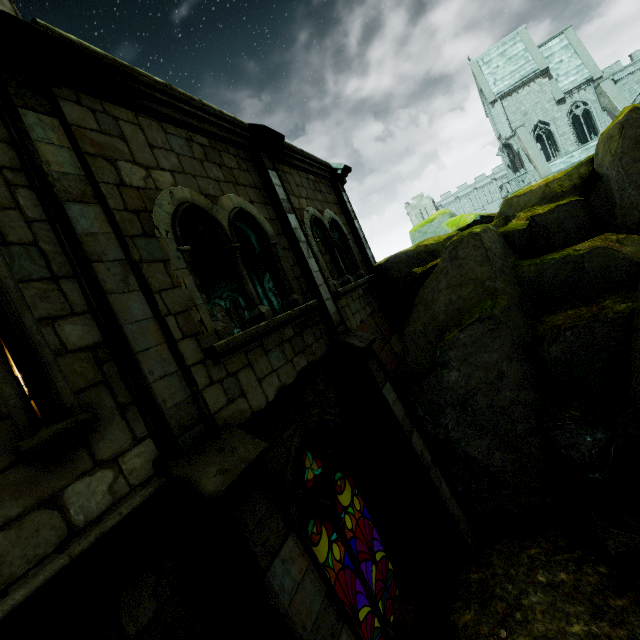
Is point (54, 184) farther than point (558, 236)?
No

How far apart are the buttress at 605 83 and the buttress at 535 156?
5.90m

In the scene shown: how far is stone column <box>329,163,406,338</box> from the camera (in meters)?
9.26

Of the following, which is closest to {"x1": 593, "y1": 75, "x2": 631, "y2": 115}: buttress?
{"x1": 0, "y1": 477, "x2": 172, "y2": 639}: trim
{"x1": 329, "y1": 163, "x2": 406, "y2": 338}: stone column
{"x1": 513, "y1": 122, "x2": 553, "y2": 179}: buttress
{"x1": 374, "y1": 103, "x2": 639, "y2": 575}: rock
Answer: {"x1": 513, "y1": 122, "x2": 553, "y2": 179}: buttress

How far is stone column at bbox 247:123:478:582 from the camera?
5.9 meters

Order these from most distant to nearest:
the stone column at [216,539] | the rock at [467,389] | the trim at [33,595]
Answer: the rock at [467,389]
the stone column at [216,539]
the trim at [33,595]

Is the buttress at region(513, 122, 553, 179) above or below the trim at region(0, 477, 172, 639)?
above

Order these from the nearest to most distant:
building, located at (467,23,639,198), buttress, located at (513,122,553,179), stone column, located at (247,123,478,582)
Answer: stone column, located at (247,123,478,582) < buttress, located at (513,122,553,179) < building, located at (467,23,639,198)
